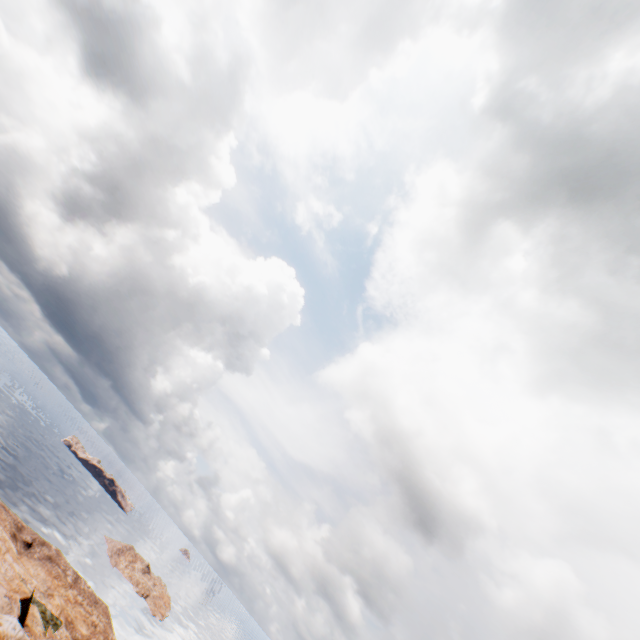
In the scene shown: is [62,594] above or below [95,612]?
above
